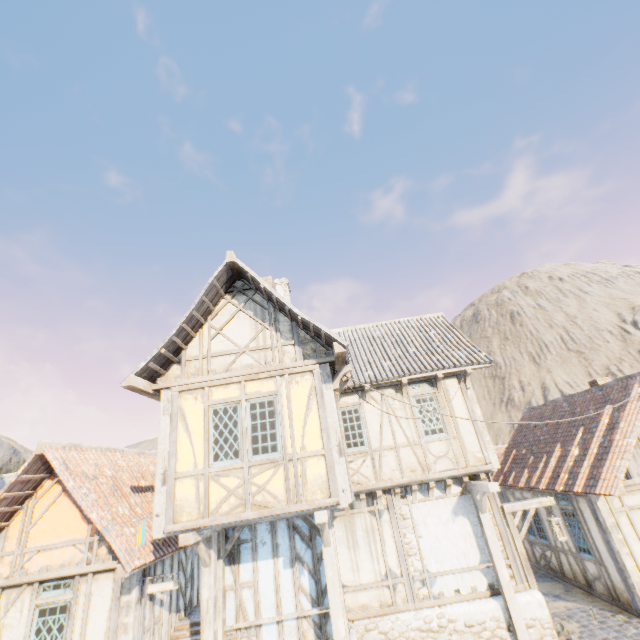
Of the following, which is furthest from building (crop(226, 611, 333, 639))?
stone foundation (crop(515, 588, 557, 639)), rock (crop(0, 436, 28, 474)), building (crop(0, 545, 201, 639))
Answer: rock (crop(0, 436, 28, 474))

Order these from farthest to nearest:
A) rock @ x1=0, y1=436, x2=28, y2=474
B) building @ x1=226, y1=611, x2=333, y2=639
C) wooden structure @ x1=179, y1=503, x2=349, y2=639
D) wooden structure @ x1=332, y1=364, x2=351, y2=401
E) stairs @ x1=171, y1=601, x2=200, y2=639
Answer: rock @ x1=0, y1=436, x2=28, y2=474 → stairs @ x1=171, y1=601, x2=200, y2=639 → wooden structure @ x1=332, y1=364, x2=351, y2=401 → building @ x1=226, y1=611, x2=333, y2=639 → wooden structure @ x1=179, y1=503, x2=349, y2=639

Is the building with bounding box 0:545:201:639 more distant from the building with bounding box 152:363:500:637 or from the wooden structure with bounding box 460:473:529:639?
the wooden structure with bounding box 460:473:529:639

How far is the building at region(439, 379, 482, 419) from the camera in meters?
10.1

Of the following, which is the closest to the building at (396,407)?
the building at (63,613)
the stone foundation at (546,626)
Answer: the stone foundation at (546,626)

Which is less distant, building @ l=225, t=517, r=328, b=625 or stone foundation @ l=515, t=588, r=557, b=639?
building @ l=225, t=517, r=328, b=625

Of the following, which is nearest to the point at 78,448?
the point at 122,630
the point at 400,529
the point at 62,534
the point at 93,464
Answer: the point at 93,464

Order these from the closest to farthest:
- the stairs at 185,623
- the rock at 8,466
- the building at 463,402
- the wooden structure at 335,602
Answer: the wooden structure at 335,602 < the stairs at 185,623 < the building at 463,402 < the rock at 8,466
